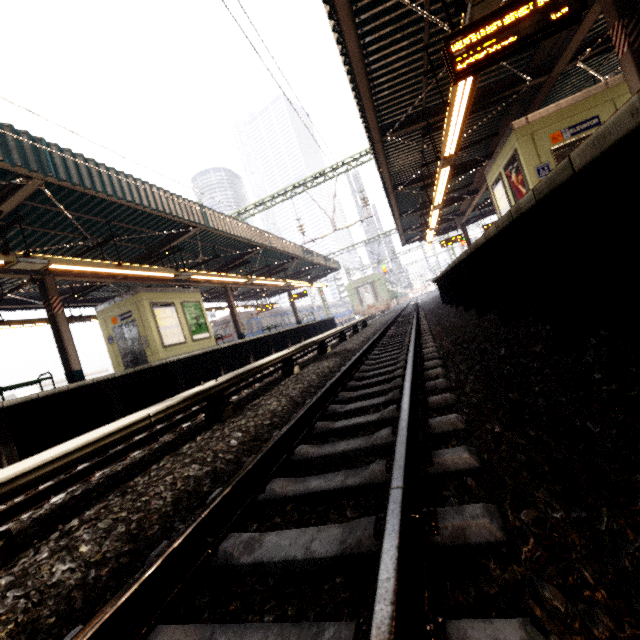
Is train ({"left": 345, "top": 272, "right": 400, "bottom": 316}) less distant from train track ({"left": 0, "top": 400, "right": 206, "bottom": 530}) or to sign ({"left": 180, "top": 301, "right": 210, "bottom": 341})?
train track ({"left": 0, "top": 400, "right": 206, "bottom": 530})

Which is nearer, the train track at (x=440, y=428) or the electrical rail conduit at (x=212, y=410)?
the train track at (x=440, y=428)

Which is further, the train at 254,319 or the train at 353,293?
the train at 353,293

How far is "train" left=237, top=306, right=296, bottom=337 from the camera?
27.0 meters

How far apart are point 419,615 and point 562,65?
10.9 meters

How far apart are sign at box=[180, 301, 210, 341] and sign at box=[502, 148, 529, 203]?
12.57m

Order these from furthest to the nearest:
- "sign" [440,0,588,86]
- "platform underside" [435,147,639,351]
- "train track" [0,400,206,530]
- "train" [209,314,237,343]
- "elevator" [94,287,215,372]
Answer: "train" [209,314,237,343] → "elevator" [94,287,215,372] → "sign" [440,0,588,86] → "train track" [0,400,206,530] → "platform underside" [435,147,639,351]

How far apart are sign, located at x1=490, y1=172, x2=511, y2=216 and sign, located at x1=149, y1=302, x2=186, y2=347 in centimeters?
1257cm
